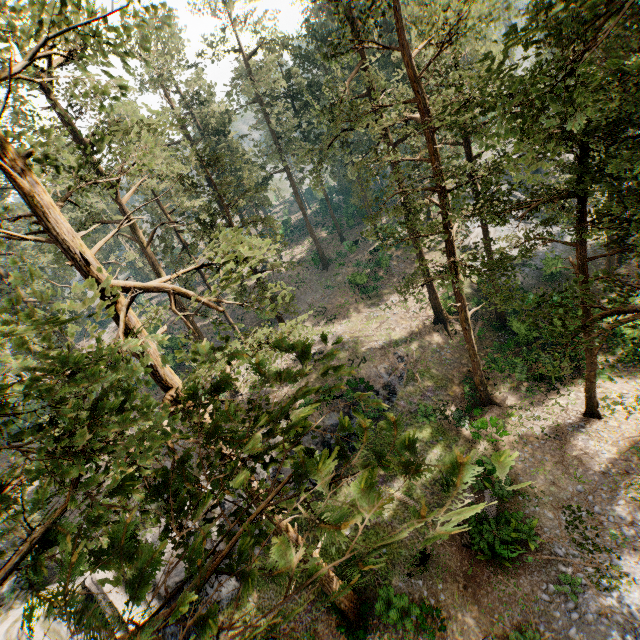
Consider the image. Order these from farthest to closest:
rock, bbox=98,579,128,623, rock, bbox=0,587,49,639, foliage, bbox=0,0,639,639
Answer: rock, bbox=98,579,128,623
rock, bbox=0,587,49,639
foliage, bbox=0,0,639,639

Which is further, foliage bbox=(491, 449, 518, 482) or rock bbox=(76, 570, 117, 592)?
rock bbox=(76, 570, 117, 592)

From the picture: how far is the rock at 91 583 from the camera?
18.50m

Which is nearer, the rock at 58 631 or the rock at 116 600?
the rock at 58 631

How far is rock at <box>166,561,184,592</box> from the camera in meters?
19.1 m

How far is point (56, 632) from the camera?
18.0m
